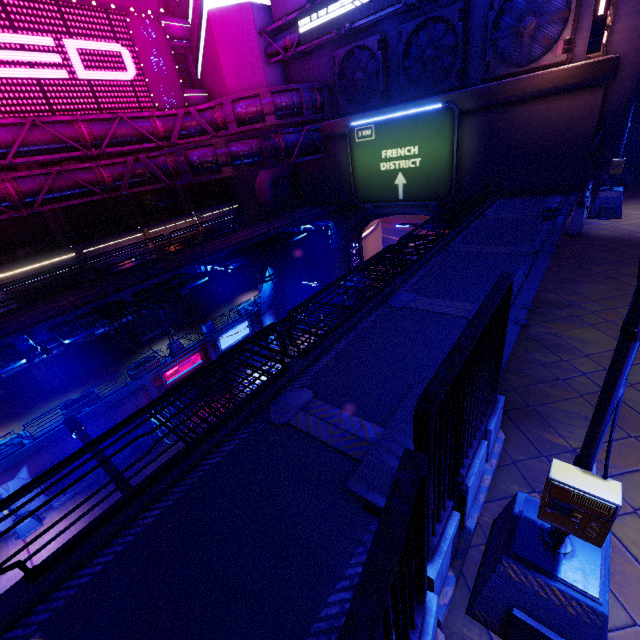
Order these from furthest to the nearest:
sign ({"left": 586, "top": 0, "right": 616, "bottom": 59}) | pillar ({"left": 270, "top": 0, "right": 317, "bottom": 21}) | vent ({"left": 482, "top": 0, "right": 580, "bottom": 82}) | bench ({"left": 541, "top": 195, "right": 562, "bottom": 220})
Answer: pillar ({"left": 270, "top": 0, "right": 317, "bottom": 21}) → vent ({"left": 482, "top": 0, "right": 580, "bottom": 82}) → bench ({"left": 541, "top": 195, "right": 562, "bottom": 220}) → sign ({"left": 586, "top": 0, "right": 616, "bottom": 59})

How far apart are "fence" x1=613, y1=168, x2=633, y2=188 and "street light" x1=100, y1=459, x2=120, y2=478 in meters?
Result: 23.0

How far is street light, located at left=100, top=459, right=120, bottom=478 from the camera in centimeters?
545cm

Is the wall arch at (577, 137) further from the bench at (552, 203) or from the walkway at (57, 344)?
the bench at (552, 203)

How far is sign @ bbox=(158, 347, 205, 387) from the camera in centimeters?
2422cm

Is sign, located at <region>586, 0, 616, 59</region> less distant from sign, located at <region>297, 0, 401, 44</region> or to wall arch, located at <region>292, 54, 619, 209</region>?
wall arch, located at <region>292, 54, 619, 209</region>

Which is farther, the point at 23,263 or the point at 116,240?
the point at 116,240

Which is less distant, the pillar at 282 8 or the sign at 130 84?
the sign at 130 84
